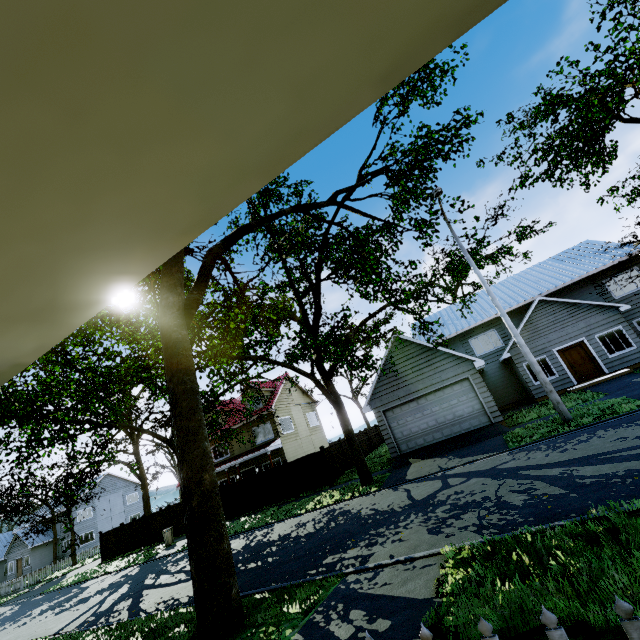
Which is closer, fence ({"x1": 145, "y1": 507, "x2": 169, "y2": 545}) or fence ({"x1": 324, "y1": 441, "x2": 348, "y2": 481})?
fence ({"x1": 324, "y1": 441, "x2": 348, "y2": 481})

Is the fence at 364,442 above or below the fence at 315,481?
above

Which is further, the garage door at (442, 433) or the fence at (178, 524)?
the fence at (178, 524)

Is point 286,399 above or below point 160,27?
above

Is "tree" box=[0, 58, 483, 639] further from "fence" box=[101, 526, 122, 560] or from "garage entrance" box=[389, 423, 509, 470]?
"garage entrance" box=[389, 423, 509, 470]

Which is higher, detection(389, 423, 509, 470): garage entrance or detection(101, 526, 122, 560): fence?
detection(101, 526, 122, 560): fence

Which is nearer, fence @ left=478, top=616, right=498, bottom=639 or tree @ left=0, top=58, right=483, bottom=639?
fence @ left=478, top=616, right=498, bottom=639
